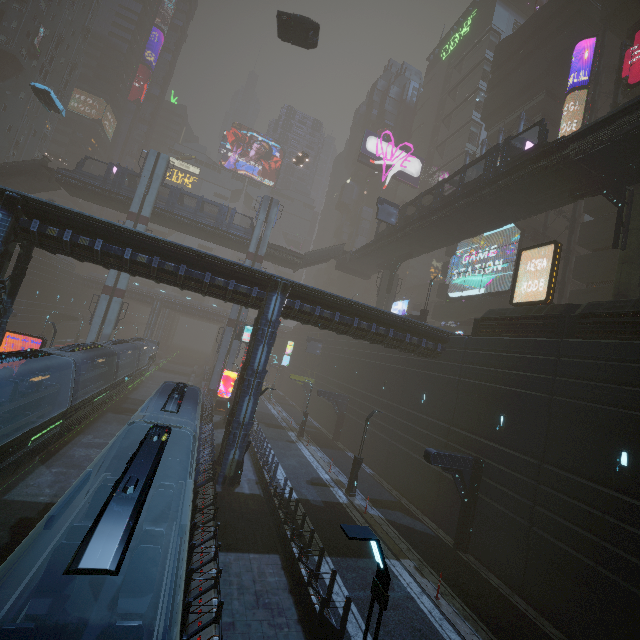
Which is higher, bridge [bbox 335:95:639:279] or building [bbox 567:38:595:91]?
building [bbox 567:38:595:91]

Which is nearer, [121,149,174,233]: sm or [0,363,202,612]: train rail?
[0,363,202,612]: train rail

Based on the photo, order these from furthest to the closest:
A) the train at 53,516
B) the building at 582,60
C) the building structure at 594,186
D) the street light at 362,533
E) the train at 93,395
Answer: the building at 582,60 → the building structure at 594,186 → the train at 93,395 → the train at 53,516 → the street light at 362,533

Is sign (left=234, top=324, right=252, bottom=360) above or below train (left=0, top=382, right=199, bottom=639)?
above

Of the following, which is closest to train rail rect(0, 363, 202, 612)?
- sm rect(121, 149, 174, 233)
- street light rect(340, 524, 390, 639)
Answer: sm rect(121, 149, 174, 233)

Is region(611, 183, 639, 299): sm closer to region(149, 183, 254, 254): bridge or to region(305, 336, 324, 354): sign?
region(305, 336, 324, 354): sign

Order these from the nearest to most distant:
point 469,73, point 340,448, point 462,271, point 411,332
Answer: point 411,332, point 340,448, point 462,271, point 469,73

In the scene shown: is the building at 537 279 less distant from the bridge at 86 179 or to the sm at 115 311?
the sm at 115 311
